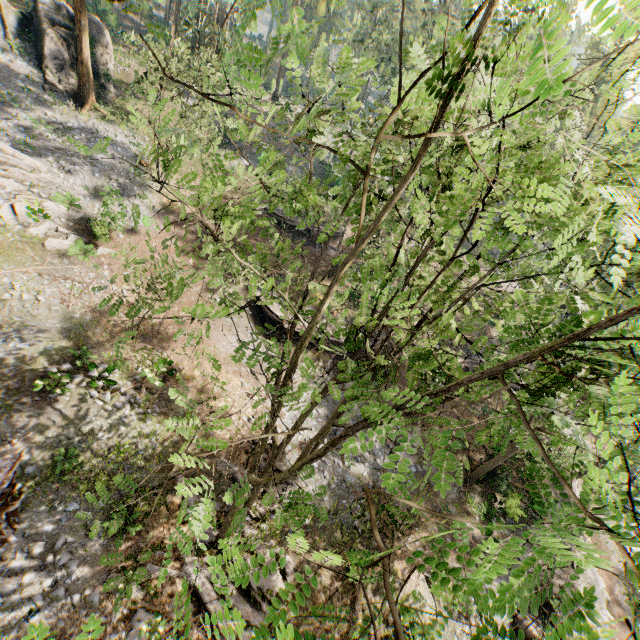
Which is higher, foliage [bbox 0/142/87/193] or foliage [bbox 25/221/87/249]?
foliage [bbox 0/142/87/193]

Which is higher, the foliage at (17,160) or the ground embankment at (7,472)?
the foliage at (17,160)

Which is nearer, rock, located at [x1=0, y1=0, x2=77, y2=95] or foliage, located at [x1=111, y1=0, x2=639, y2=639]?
foliage, located at [x1=111, y1=0, x2=639, y2=639]

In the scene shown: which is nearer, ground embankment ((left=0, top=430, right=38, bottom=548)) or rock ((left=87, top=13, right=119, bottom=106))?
ground embankment ((left=0, top=430, right=38, bottom=548))

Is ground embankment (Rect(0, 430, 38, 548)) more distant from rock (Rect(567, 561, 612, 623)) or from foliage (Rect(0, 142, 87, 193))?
rock (Rect(567, 561, 612, 623))

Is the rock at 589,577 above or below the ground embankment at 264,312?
below

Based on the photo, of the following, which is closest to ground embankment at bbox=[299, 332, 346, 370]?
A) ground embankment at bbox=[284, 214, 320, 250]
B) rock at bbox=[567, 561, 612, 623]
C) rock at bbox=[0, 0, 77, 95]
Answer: ground embankment at bbox=[284, 214, 320, 250]

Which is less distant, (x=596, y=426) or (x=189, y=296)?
(x=596, y=426)
